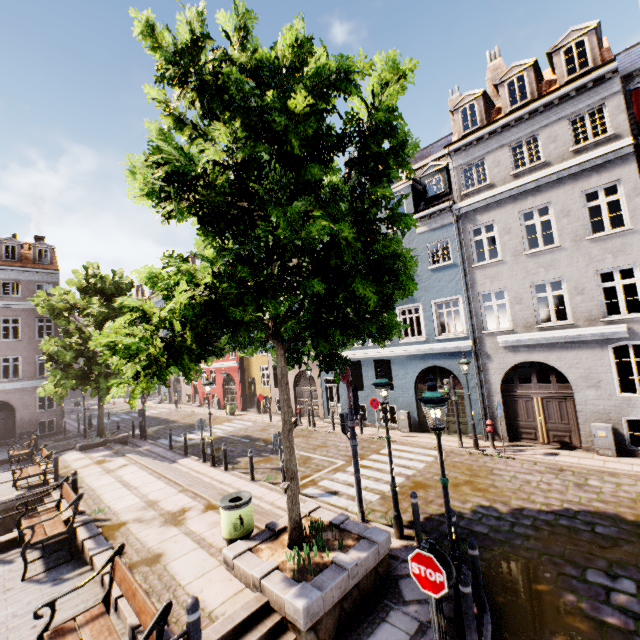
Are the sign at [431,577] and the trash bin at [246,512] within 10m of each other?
yes

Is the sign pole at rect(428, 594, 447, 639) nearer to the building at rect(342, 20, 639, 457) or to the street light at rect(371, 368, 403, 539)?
the street light at rect(371, 368, 403, 539)

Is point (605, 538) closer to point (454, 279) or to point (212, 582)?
point (212, 582)

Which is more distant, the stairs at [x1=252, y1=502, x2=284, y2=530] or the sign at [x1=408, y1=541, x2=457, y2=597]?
the stairs at [x1=252, y1=502, x2=284, y2=530]

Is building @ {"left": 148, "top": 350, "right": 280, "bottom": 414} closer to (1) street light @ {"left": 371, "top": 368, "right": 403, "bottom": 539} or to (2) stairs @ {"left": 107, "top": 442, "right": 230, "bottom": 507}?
(1) street light @ {"left": 371, "top": 368, "right": 403, "bottom": 539}

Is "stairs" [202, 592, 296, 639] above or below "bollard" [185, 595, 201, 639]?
below

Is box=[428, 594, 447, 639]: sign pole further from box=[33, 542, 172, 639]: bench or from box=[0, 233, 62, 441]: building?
box=[0, 233, 62, 441]: building

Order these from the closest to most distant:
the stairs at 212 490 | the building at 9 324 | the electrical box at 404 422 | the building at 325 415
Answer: the stairs at 212 490
the electrical box at 404 422
the building at 325 415
the building at 9 324
